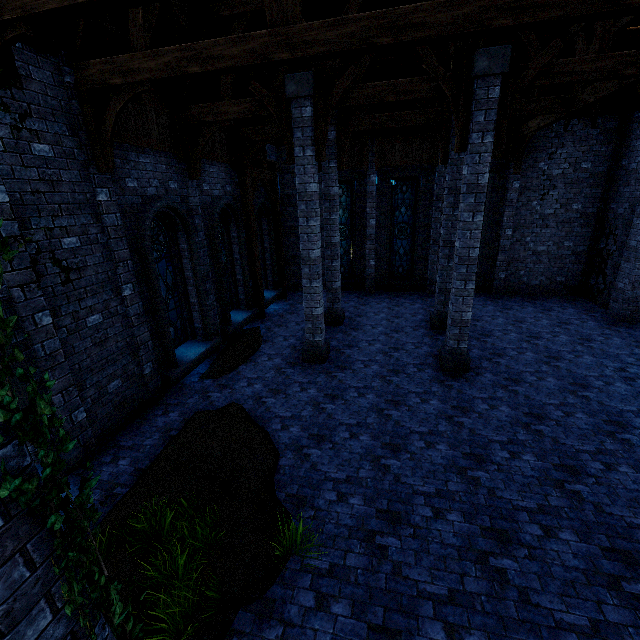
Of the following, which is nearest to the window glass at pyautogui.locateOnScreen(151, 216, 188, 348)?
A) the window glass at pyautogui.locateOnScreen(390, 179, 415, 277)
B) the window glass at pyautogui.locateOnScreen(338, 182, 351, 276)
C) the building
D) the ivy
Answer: the building

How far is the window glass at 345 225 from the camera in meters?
15.7 m

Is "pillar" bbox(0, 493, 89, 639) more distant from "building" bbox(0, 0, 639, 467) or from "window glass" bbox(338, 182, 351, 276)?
"window glass" bbox(338, 182, 351, 276)

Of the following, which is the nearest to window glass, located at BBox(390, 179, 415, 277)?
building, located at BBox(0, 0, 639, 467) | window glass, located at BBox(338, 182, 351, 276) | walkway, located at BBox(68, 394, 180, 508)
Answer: building, located at BBox(0, 0, 639, 467)

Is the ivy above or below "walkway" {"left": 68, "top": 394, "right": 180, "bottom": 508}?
above

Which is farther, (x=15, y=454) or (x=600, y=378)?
(x=600, y=378)

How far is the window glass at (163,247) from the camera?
8.4m

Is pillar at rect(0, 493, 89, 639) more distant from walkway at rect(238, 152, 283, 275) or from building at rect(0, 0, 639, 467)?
walkway at rect(238, 152, 283, 275)
